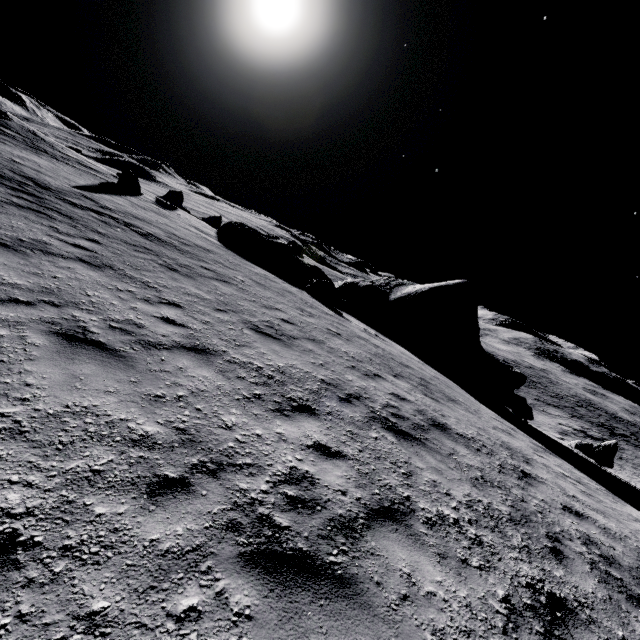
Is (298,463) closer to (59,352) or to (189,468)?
(189,468)

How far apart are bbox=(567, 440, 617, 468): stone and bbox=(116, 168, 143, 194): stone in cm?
3033

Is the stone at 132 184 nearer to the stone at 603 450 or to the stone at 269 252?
the stone at 269 252

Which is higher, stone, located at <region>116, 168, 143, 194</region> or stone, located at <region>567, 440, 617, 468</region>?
stone, located at <region>116, 168, 143, 194</region>

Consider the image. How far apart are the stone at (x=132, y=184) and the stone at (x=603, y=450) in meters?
30.3 m

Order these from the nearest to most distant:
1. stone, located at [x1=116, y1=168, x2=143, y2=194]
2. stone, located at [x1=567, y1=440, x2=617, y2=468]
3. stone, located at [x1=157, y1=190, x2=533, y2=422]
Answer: stone, located at [x1=567, y1=440, x2=617, y2=468], stone, located at [x1=157, y1=190, x2=533, y2=422], stone, located at [x1=116, y1=168, x2=143, y2=194]

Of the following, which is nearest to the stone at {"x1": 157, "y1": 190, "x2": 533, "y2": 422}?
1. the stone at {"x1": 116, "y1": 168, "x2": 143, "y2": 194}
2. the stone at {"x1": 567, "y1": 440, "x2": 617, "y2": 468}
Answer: the stone at {"x1": 567, "y1": 440, "x2": 617, "y2": 468}
